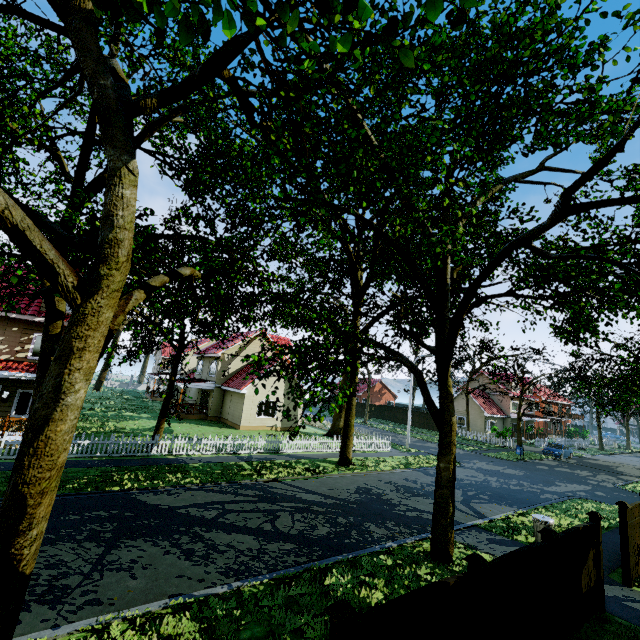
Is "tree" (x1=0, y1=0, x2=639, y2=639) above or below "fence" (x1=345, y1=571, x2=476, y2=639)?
above

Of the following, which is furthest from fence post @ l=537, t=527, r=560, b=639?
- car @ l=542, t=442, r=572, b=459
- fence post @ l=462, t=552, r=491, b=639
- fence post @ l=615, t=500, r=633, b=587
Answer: car @ l=542, t=442, r=572, b=459

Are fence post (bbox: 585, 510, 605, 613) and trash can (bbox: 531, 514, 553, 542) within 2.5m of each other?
no

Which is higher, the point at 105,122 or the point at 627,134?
the point at 627,134

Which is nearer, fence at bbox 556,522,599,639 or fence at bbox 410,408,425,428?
fence at bbox 556,522,599,639

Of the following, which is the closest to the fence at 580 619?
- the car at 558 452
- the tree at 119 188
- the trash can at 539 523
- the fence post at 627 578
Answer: the fence post at 627 578

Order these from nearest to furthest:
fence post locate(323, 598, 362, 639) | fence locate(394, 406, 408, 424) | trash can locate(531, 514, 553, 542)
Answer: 1. fence post locate(323, 598, 362, 639)
2. trash can locate(531, 514, 553, 542)
3. fence locate(394, 406, 408, 424)

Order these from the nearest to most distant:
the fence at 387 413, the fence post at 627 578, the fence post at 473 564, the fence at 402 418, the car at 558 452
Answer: the fence post at 473 564
the fence post at 627 578
the car at 558 452
the fence at 402 418
the fence at 387 413
